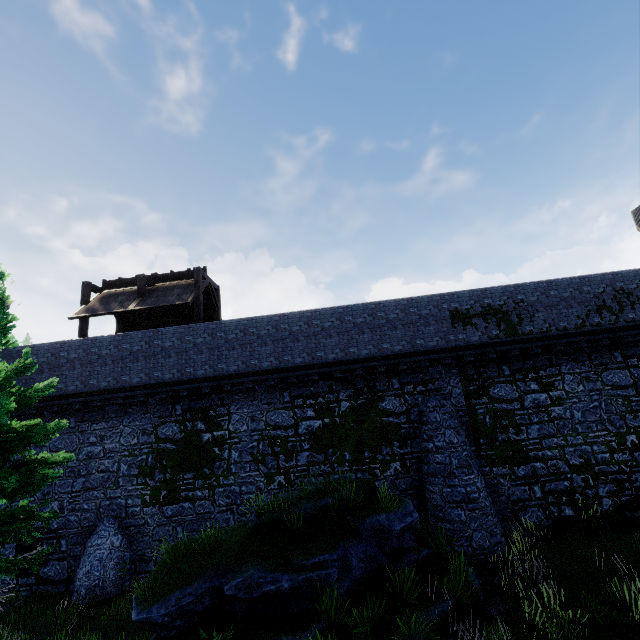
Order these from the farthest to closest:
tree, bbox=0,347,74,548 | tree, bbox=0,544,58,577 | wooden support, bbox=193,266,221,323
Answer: wooden support, bbox=193,266,221,323 < tree, bbox=0,544,58,577 < tree, bbox=0,347,74,548

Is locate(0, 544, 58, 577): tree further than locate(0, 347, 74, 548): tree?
Yes

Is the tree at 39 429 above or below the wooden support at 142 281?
below

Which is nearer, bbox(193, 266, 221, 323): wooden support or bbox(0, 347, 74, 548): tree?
bbox(0, 347, 74, 548): tree

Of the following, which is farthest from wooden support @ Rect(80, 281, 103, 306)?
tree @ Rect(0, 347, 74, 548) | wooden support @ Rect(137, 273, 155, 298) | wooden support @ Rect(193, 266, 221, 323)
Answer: tree @ Rect(0, 347, 74, 548)

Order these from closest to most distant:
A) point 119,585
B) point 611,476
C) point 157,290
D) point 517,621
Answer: point 517,621, point 119,585, point 611,476, point 157,290

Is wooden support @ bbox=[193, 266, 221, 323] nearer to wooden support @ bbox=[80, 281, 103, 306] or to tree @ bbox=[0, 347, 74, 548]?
wooden support @ bbox=[80, 281, 103, 306]

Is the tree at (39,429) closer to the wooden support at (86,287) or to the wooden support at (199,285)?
the wooden support at (199,285)
